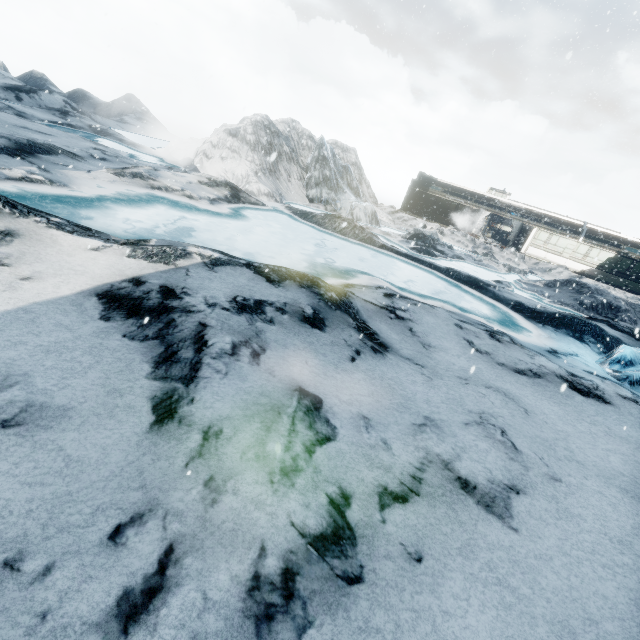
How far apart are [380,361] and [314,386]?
1.8 meters
